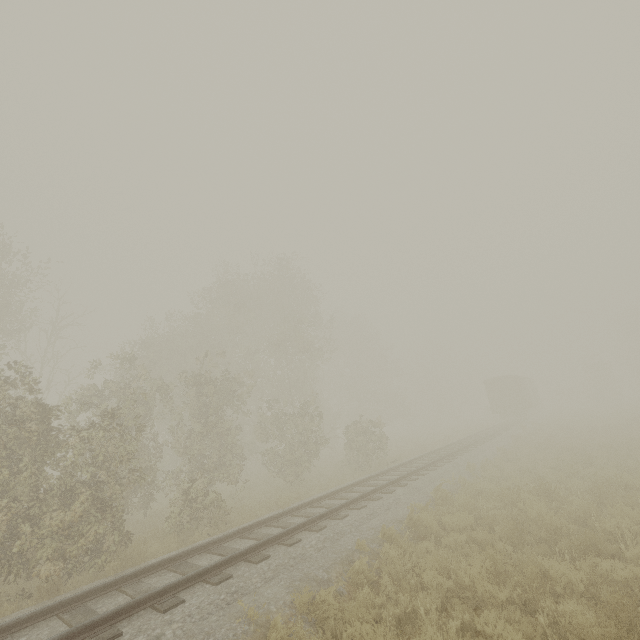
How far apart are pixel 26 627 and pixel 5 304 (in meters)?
22.54

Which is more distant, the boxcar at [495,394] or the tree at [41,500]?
the boxcar at [495,394]

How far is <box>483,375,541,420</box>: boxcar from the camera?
34.4 meters

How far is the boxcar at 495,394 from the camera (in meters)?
34.41

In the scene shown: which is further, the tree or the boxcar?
the boxcar
